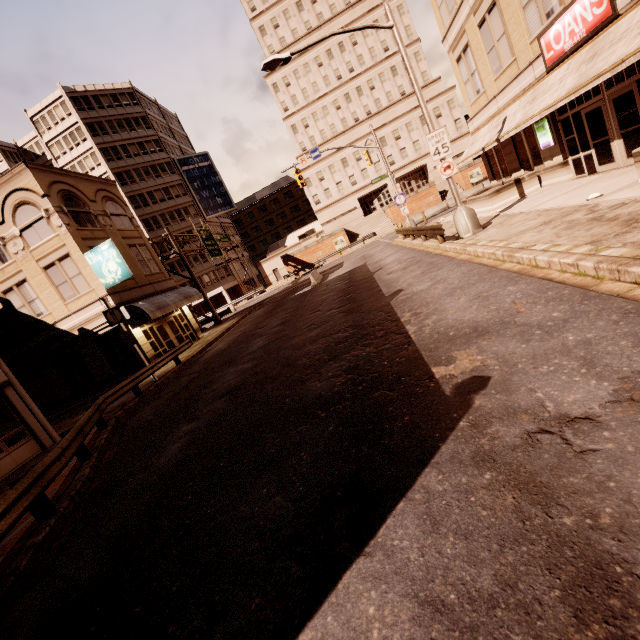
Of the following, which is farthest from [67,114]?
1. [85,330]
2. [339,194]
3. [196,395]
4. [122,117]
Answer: [196,395]

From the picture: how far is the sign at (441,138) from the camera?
12.8m

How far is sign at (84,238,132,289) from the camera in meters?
18.4 m

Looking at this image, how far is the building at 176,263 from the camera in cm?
5141

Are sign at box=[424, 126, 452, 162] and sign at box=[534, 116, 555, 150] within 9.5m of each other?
yes

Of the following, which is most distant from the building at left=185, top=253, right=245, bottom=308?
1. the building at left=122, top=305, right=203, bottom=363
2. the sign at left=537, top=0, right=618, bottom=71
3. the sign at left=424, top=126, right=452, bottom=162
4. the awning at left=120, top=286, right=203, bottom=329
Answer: the sign at left=537, top=0, right=618, bottom=71

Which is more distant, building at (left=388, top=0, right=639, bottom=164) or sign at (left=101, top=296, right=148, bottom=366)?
sign at (left=101, top=296, right=148, bottom=366)

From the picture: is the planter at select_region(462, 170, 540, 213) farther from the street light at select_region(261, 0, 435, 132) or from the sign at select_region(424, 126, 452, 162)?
the sign at select_region(424, 126, 452, 162)
